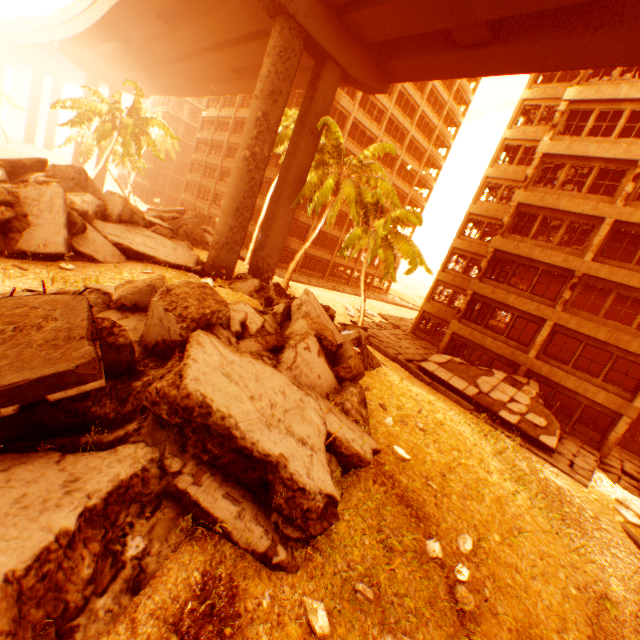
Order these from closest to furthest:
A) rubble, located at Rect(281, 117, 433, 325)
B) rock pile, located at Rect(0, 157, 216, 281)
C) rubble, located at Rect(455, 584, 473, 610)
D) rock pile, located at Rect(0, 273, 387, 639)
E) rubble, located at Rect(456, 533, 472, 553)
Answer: rock pile, located at Rect(0, 273, 387, 639), rubble, located at Rect(455, 584, 473, 610), rubble, located at Rect(456, 533, 472, 553), rock pile, located at Rect(0, 157, 216, 281), rubble, located at Rect(281, 117, 433, 325)

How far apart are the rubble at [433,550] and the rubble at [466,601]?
0.5m

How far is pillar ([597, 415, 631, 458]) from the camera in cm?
1596

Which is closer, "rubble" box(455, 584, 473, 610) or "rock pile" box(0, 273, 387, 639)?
"rock pile" box(0, 273, 387, 639)

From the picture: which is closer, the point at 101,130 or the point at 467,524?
the point at 467,524

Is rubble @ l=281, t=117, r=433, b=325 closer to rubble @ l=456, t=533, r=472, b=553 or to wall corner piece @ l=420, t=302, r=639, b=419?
wall corner piece @ l=420, t=302, r=639, b=419

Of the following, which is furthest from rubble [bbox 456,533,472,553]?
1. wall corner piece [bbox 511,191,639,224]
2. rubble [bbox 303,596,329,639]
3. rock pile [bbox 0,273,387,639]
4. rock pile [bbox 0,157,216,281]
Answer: wall corner piece [bbox 511,191,639,224]

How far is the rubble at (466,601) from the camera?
5.64m
